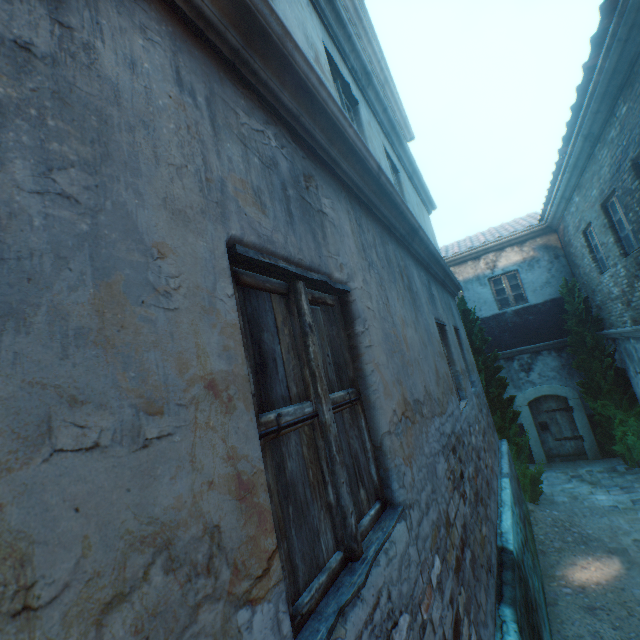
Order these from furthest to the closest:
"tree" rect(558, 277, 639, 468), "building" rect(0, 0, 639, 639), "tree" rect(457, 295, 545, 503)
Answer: "tree" rect(558, 277, 639, 468), "tree" rect(457, 295, 545, 503), "building" rect(0, 0, 639, 639)

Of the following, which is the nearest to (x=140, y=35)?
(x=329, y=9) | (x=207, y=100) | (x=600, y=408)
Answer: (x=207, y=100)

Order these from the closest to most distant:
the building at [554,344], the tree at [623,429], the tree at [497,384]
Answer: the building at [554,344]
the tree at [497,384]
the tree at [623,429]

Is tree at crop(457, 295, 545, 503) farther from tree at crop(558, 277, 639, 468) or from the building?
the building

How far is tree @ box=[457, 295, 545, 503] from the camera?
8.18m

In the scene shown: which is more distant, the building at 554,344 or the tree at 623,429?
the tree at 623,429
